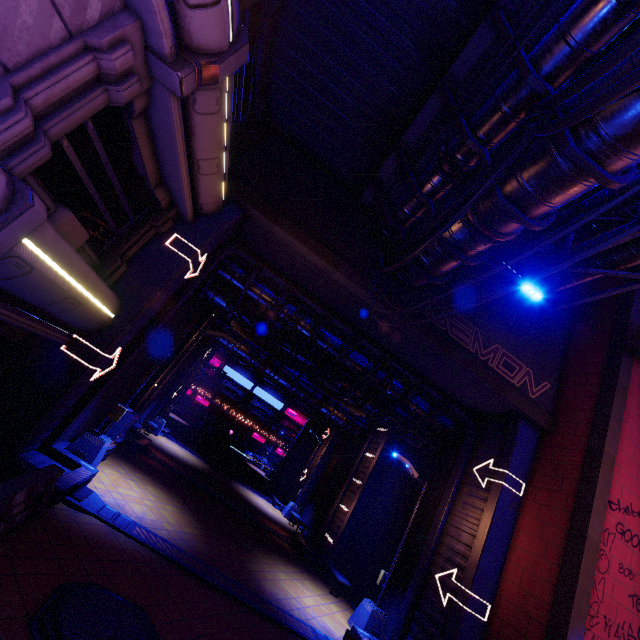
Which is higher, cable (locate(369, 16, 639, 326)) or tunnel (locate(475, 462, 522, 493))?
cable (locate(369, 16, 639, 326))

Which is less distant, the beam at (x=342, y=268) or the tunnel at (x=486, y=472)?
the beam at (x=342, y=268)

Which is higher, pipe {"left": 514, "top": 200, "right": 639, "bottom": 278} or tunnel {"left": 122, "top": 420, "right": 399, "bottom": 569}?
pipe {"left": 514, "top": 200, "right": 639, "bottom": 278}

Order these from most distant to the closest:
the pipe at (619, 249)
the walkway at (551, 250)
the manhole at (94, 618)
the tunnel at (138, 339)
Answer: the walkway at (551, 250) → the pipe at (619, 249) → the tunnel at (138, 339) → the manhole at (94, 618)

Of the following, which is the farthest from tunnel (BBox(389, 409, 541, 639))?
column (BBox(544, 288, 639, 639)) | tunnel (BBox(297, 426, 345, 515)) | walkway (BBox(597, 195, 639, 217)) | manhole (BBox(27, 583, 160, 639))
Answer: tunnel (BBox(297, 426, 345, 515))

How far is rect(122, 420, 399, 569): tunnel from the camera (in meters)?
16.50

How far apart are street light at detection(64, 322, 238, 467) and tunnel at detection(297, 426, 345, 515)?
17.1m

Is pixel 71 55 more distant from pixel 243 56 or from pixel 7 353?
pixel 7 353
